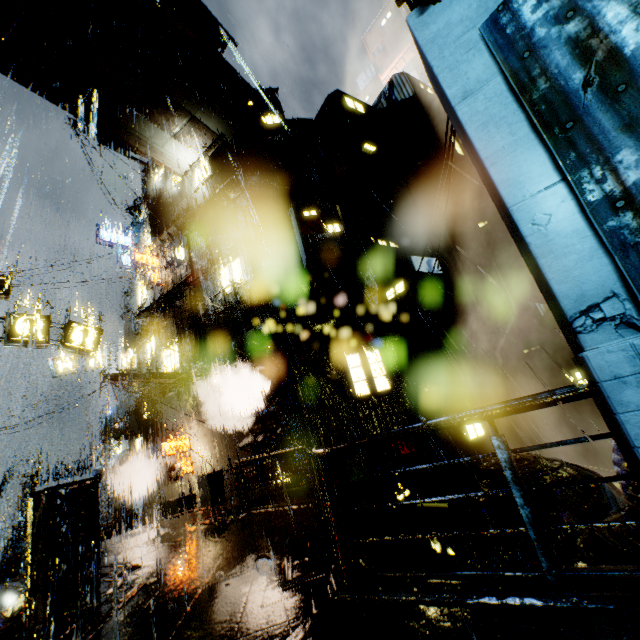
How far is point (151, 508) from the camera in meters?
21.2

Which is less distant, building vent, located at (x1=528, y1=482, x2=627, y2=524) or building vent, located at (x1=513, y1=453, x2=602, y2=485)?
building vent, located at (x1=528, y1=482, x2=627, y2=524)

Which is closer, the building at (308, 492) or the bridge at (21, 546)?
the building at (308, 492)

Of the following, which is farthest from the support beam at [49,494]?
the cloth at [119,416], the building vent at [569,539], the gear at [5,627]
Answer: the cloth at [119,416]

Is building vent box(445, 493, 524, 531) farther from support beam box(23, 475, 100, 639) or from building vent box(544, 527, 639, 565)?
support beam box(23, 475, 100, 639)

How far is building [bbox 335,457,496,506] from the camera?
10.81m

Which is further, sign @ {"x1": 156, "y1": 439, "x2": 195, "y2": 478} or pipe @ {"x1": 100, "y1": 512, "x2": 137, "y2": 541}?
pipe @ {"x1": 100, "y1": 512, "x2": 137, "y2": 541}

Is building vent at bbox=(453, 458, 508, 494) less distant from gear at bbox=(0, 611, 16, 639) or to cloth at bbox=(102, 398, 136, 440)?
gear at bbox=(0, 611, 16, 639)
